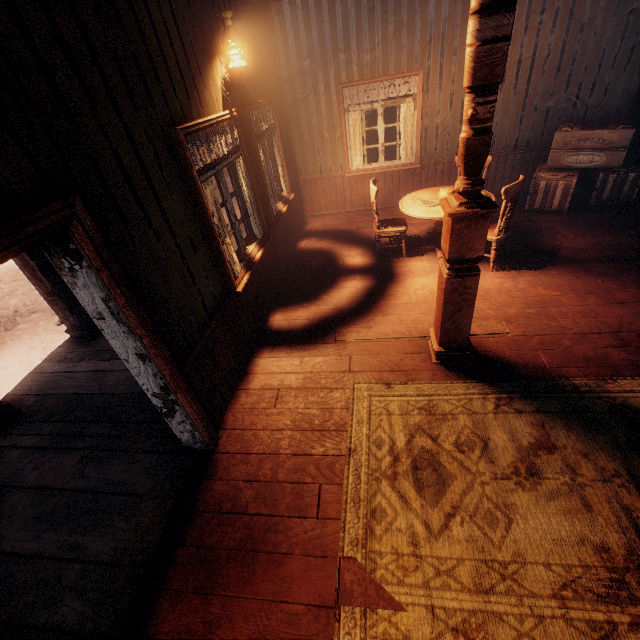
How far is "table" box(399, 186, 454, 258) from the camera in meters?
4.7

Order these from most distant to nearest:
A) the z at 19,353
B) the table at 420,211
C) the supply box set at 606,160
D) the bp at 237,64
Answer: the z at 19,353 < the supply box set at 606,160 < the table at 420,211 < the bp at 237,64

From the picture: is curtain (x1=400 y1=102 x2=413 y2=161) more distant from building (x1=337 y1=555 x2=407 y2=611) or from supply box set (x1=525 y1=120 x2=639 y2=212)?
supply box set (x1=525 y1=120 x2=639 y2=212)

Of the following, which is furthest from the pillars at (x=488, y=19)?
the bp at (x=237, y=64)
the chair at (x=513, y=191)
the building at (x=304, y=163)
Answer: the bp at (x=237, y=64)

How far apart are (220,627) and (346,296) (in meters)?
3.70

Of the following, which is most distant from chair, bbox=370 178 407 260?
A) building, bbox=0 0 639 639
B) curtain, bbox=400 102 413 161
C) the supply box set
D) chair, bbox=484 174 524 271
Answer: the supply box set

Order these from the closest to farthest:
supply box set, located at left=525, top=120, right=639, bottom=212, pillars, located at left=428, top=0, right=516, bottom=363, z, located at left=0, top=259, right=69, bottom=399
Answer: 1. pillars, located at left=428, top=0, right=516, bottom=363
2. supply box set, located at left=525, top=120, right=639, bottom=212
3. z, located at left=0, top=259, right=69, bottom=399

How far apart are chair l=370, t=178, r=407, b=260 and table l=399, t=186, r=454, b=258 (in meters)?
0.31
